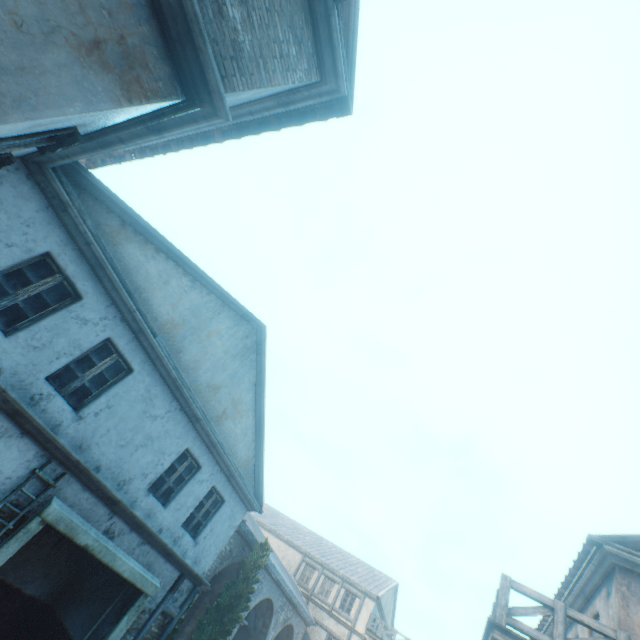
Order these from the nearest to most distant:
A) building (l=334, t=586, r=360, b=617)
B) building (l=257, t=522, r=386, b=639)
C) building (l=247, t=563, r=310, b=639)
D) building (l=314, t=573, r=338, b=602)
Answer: building (l=247, t=563, r=310, b=639) → building (l=257, t=522, r=386, b=639) → building (l=334, t=586, r=360, b=617) → building (l=314, t=573, r=338, b=602)

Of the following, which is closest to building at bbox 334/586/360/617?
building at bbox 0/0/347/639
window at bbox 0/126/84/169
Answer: building at bbox 0/0/347/639

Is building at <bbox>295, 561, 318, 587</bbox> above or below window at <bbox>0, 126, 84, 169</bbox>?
above

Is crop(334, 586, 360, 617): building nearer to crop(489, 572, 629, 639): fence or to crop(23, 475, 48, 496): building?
crop(23, 475, 48, 496): building

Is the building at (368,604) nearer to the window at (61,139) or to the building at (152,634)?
the building at (152,634)

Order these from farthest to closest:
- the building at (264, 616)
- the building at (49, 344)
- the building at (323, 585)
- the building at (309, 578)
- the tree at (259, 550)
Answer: the building at (309, 578) → the building at (323, 585) → the building at (264, 616) → the tree at (259, 550) → the building at (49, 344)

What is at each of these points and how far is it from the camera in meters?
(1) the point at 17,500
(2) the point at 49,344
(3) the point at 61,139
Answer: (1) building, 6.0 m
(2) building, 6.1 m
(3) window, 3.2 m
